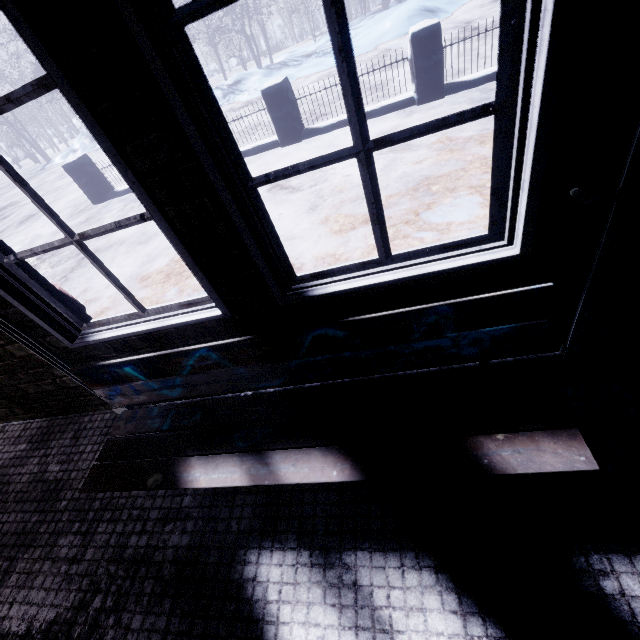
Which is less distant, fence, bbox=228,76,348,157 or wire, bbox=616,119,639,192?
wire, bbox=616,119,639,192

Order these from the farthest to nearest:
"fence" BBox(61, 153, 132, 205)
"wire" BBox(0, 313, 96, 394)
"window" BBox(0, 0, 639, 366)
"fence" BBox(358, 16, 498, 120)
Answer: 1. "fence" BBox(61, 153, 132, 205)
2. "fence" BBox(358, 16, 498, 120)
3. "wire" BBox(0, 313, 96, 394)
4. "window" BBox(0, 0, 639, 366)

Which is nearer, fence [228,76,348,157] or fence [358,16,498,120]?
fence [358,16,498,120]

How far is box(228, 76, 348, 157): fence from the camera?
5.3 meters

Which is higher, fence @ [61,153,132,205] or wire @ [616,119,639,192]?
wire @ [616,119,639,192]

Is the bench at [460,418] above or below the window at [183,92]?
below

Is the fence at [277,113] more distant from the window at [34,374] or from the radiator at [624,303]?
the radiator at [624,303]

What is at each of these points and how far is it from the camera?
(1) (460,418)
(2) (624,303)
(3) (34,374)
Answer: (1) bench, 1.13m
(2) radiator, 1.07m
(3) window, 1.82m
